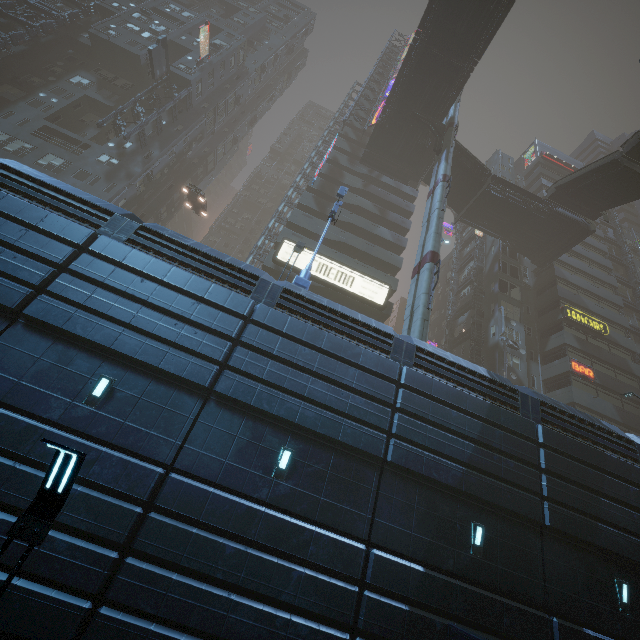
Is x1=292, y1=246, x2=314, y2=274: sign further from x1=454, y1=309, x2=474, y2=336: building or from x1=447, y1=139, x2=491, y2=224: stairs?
x1=447, y1=139, x2=491, y2=224: stairs

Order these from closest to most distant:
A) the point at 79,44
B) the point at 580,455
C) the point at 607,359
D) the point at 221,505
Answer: the point at 221,505
the point at 580,455
the point at 607,359
the point at 79,44

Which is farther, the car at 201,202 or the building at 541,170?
the building at 541,170

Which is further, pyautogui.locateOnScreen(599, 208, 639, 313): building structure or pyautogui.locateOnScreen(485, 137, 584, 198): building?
pyautogui.locateOnScreen(485, 137, 584, 198): building

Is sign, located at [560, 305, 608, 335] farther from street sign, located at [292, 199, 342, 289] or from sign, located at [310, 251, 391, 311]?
street sign, located at [292, 199, 342, 289]

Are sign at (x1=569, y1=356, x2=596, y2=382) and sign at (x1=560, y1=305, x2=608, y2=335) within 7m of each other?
yes

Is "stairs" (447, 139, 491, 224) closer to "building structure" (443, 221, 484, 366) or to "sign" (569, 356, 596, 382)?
"building structure" (443, 221, 484, 366)

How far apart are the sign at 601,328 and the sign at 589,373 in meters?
4.3 m
